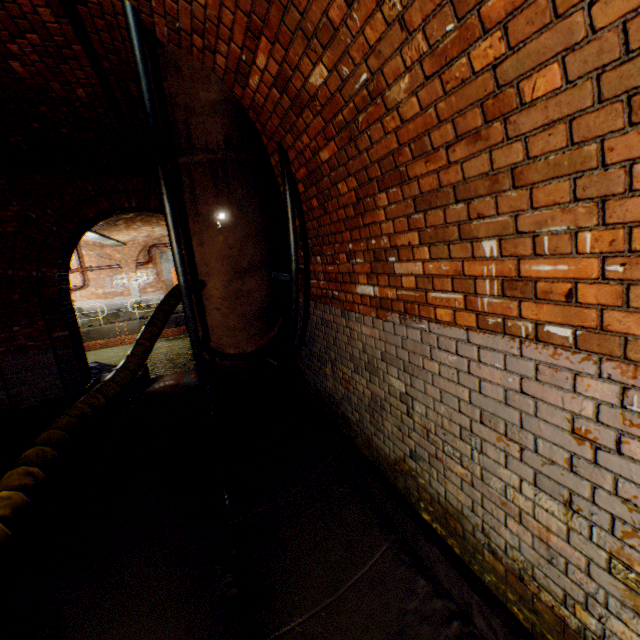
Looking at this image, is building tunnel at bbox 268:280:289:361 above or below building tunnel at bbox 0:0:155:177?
below

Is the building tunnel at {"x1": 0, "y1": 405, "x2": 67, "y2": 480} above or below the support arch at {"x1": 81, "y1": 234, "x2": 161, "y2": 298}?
below

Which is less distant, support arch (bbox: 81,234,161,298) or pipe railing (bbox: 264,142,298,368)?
pipe railing (bbox: 264,142,298,368)

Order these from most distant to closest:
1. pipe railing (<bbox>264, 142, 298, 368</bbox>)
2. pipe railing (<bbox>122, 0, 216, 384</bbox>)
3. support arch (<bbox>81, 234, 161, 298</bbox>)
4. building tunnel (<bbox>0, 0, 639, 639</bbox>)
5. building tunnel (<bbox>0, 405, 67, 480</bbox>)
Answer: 1. support arch (<bbox>81, 234, 161, 298</bbox>)
2. building tunnel (<bbox>0, 405, 67, 480</bbox>)
3. pipe railing (<bbox>264, 142, 298, 368</bbox>)
4. pipe railing (<bbox>122, 0, 216, 384</bbox>)
5. building tunnel (<bbox>0, 0, 639, 639</bbox>)

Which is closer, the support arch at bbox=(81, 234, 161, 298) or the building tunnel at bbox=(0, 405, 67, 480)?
the building tunnel at bbox=(0, 405, 67, 480)

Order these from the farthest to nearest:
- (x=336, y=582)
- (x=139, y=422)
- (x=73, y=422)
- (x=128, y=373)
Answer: (x=128, y=373) < (x=139, y=422) < (x=73, y=422) < (x=336, y=582)

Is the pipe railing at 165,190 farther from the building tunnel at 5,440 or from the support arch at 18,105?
the support arch at 18,105

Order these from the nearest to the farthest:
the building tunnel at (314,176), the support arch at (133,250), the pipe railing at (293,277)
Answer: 1. the building tunnel at (314,176)
2. the pipe railing at (293,277)
3. the support arch at (133,250)
